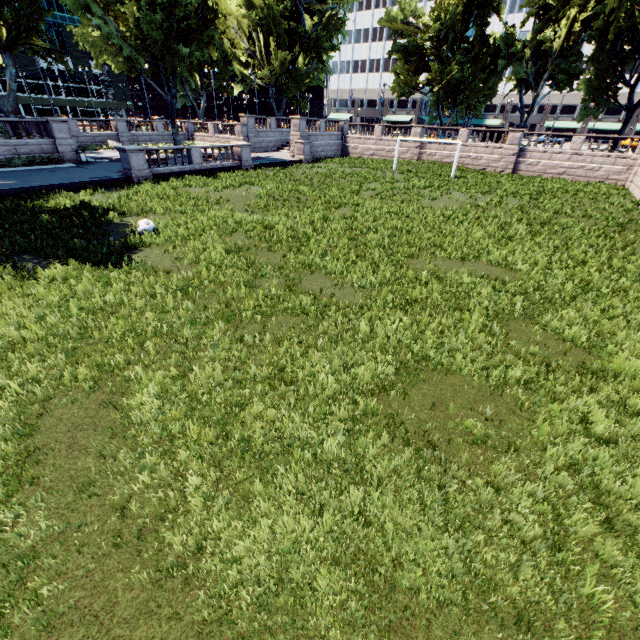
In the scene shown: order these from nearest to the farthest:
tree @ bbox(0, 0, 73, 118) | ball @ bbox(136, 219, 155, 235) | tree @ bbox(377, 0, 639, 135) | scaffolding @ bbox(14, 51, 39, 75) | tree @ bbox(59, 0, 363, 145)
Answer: ball @ bbox(136, 219, 155, 235) → tree @ bbox(0, 0, 73, 118) → tree @ bbox(59, 0, 363, 145) → tree @ bbox(377, 0, 639, 135) → scaffolding @ bbox(14, 51, 39, 75)

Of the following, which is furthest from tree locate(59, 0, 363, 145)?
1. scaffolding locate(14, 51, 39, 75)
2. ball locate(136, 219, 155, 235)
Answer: scaffolding locate(14, 51, 39, 75)

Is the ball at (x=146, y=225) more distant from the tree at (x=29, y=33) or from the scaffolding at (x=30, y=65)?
the scaffolding at (x=30, y=65)

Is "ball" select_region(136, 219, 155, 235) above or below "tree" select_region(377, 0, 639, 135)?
below

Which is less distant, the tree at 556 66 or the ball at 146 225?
the ball at 146 225

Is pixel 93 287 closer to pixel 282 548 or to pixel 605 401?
pixel 282 548
